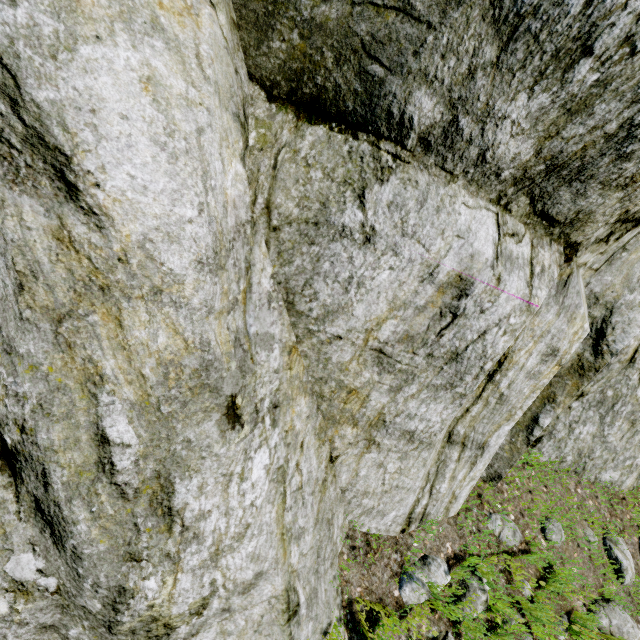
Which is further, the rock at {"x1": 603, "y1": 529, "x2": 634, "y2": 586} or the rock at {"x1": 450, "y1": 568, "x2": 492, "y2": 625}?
the rock at {"x1": 603, "y1": 529, "x2": 634, "y2": 586}

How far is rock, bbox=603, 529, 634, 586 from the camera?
3.9 meters

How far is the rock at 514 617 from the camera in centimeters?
289cm

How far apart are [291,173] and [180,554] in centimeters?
215cm

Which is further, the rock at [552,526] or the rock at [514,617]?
the rock at [552,526]
